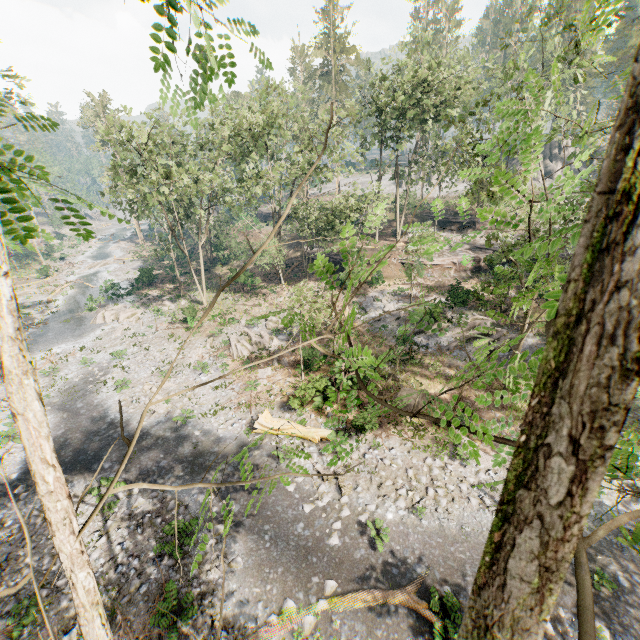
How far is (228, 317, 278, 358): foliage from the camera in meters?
25.2 m

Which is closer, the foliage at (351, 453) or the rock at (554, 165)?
the foliage at (351, 453)

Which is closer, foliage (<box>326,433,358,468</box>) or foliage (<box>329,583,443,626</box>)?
foliage (<box>326,433,358,468</box>)

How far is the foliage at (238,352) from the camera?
25.23m

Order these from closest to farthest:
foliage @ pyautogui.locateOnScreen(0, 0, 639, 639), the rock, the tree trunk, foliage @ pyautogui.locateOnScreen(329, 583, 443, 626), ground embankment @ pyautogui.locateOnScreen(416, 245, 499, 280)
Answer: foliage @ pyautogui.locateOnScreen(0, 0, 639, 639), foliage @ pyautogui.locateOnScreen(329, 583, 443, 626), the tree trunk, ground embankment @ pyautogui.locateOnScreen(416, 245, 499, 280), the rock

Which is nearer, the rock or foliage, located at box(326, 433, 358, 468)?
foliage, located at box(326, 433, 358, 468)

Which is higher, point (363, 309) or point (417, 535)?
point (363, 309)
